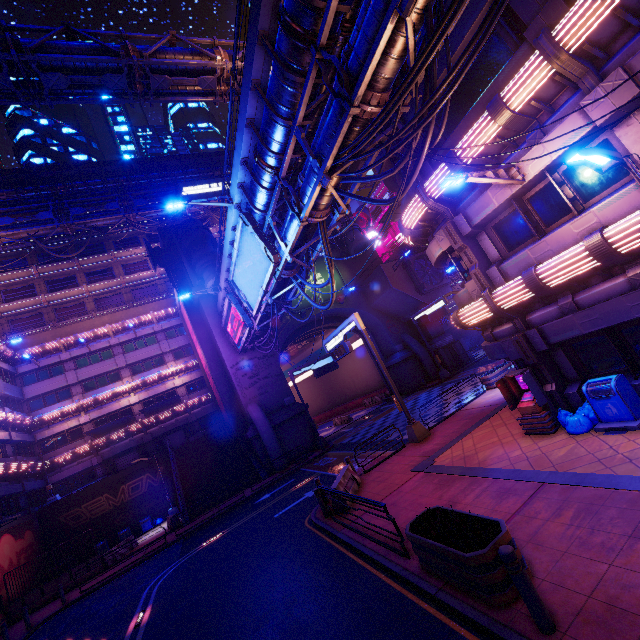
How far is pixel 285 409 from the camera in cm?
2986

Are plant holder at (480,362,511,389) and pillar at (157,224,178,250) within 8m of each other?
no

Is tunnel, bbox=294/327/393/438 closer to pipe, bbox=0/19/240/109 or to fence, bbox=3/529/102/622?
fence, bbox=3/529/102/622

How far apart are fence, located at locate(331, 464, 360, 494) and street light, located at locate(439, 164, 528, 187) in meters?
10.7 m

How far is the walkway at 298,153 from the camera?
13.08m

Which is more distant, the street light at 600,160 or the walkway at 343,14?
the walkway at 343,14

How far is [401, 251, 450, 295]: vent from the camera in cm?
3356

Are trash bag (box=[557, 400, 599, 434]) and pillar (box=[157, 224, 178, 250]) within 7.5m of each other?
no
